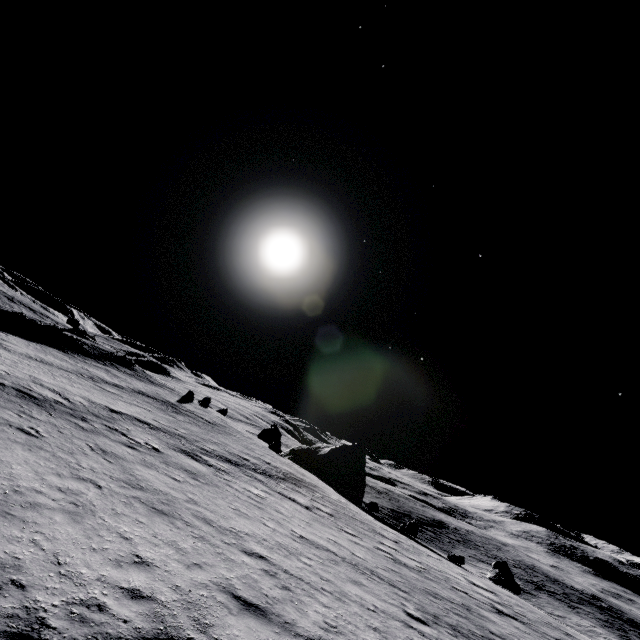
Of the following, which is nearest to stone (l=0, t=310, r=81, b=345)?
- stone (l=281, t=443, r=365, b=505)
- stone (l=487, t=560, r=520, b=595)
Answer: stone (l=281, t=443, r=365, b=505)

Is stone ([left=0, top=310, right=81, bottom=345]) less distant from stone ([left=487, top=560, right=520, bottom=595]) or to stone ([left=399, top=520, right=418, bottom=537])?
stone ([left=399, top=520, right=418, bottom=537])

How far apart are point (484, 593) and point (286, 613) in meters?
15.6

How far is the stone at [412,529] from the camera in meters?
32.9 m

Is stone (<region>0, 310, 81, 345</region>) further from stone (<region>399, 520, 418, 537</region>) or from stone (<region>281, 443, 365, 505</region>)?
stone (<region>399, 520, 418, 537</region>)

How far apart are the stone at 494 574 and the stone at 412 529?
7.3 meters

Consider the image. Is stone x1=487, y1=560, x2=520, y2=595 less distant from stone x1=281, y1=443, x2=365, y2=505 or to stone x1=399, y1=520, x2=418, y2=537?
stone x1=399, y1=520, x2=418, y2=537
